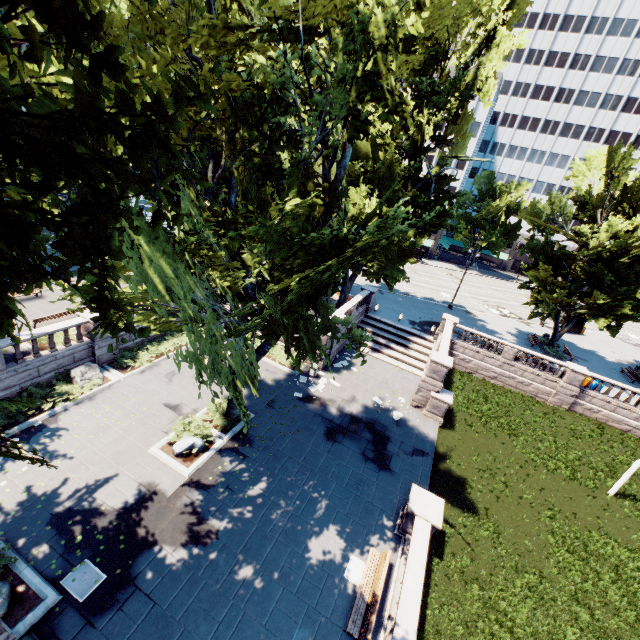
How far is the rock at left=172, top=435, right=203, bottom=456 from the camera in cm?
1480

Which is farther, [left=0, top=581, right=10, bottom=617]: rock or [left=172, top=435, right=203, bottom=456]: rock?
[left=172, top=435, right=203, bottom=456]: rock

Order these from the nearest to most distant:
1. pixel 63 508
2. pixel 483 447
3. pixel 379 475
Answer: pixel 63 508, pixel 379 475, pixel 483 447

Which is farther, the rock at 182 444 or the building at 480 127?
the building at 480 127

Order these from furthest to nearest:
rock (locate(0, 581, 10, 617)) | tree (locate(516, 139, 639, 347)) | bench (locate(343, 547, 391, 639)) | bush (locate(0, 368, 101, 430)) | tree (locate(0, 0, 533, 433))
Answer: tree (locate(516, 139, 639, 347)) < bush (locate(0, 368, 101, 430)) < bench (locate(343, 547, 391, 639)) < rock (locate(0, 581, 10, 617)) < tree (locate(0, 0, 533, 433))

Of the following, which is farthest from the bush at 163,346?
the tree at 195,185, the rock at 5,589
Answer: the rock at 5,589

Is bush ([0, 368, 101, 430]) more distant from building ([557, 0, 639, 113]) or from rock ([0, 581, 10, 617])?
building ([557, 0, 639, 113])

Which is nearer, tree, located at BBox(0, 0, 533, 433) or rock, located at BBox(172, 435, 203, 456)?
tree, located at BBox(0, 0, 533, 433)
